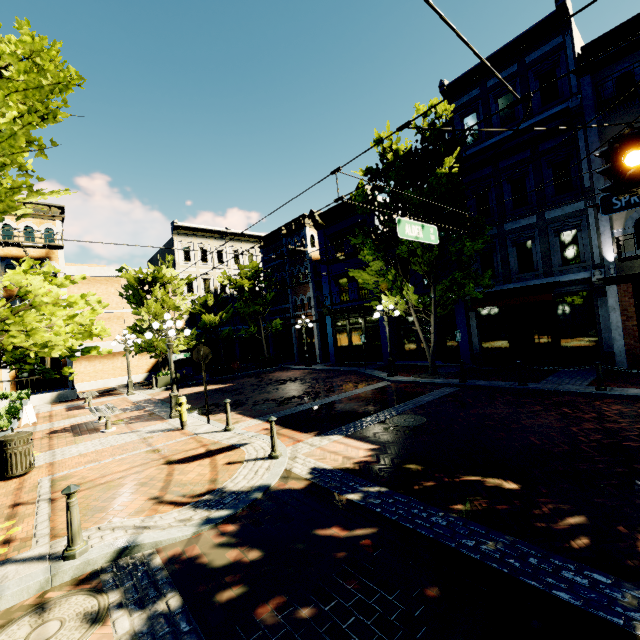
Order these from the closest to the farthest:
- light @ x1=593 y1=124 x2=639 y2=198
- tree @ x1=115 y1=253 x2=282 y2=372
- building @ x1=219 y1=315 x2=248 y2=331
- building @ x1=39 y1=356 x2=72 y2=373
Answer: light @ x1=593 y1=124 x2=639 y2=198 < tree @ x1=115 y1=253 x2=282 y2=372 < building @ x1=39 y1=356 x2=72 y2=373 < building @ x1=219 y1=315 x2=248 y2=331

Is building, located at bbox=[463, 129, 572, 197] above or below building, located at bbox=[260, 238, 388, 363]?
above

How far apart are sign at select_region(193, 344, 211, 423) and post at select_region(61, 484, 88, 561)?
5.6m

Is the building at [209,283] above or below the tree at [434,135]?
below

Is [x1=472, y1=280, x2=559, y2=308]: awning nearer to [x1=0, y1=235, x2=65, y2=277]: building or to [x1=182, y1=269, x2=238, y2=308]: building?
[x1=182, y1=269, x2=238, y2=308]: building

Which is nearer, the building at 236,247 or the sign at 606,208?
the sign at 606,208

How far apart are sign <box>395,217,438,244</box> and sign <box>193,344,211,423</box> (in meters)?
6.62

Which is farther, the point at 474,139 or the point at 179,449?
the point at 474,139
